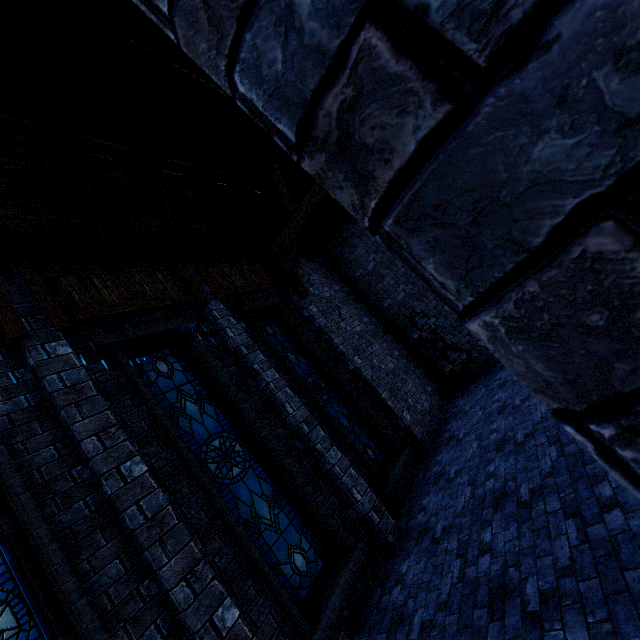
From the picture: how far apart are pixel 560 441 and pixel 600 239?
5.64m

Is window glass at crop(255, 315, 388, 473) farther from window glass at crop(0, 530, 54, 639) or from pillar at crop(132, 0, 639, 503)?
pillar at crop(132, 0, 639, 503)

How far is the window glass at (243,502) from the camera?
4.7m

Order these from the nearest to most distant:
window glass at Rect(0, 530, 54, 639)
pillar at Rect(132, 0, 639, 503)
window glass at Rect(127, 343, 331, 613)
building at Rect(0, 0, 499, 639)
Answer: pillar at Rect(132, 0, 639, 503) → window glass at Rect(0, 530, 54, 639) → building at Rect(0, 0, 499, 639) → window glass at Rect(127, 343, 331, 613)

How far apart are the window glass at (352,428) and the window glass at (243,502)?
1.88m

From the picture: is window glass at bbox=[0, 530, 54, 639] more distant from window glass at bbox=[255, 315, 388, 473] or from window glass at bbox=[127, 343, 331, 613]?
window glass at bbox=[255, 315, 388, 473]

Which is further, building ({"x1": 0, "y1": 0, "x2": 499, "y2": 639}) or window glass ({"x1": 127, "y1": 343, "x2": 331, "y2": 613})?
window glass ({"x1": 127, "y1": 343, "x2": 331, "y2": 613})

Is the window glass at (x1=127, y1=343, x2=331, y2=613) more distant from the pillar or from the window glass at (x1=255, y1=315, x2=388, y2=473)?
the pillar
